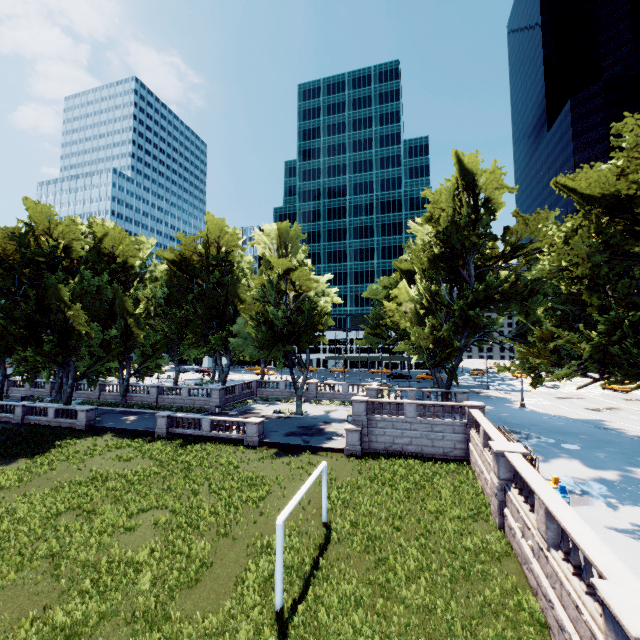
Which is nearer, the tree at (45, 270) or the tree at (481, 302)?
the tree at (481, 302)

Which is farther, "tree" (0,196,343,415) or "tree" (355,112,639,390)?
"tree" (0,196,343,415)

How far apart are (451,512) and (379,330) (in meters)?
36.31
